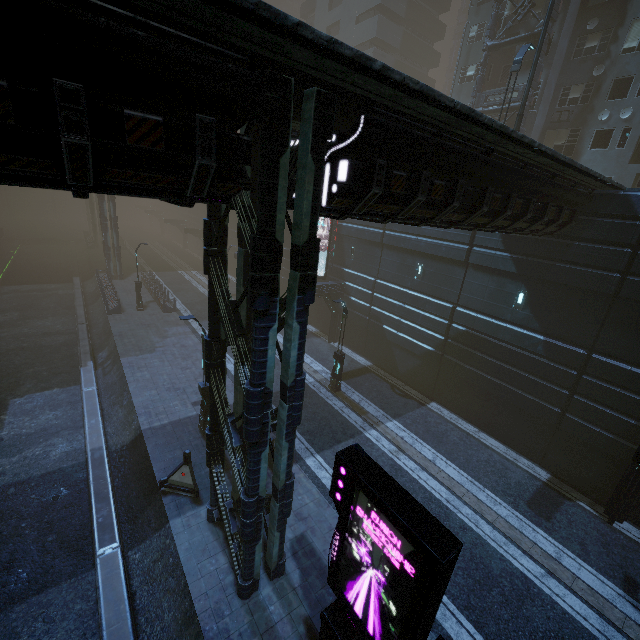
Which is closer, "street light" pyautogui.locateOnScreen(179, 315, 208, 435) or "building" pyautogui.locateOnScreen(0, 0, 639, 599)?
"building" pyautogui.locateOnScreen(0, 0, 639, 599)

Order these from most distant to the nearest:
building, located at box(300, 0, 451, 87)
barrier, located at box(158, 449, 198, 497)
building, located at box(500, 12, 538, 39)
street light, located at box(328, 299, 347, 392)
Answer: building, located at box(300, 0, 451, 87), building, located at box(500, 12, 538, 39), street light, located at box(328, 299, 347, 392), barrier, located at box(158, 449, 198, 497)

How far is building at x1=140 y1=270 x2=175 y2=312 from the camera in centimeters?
2758cm

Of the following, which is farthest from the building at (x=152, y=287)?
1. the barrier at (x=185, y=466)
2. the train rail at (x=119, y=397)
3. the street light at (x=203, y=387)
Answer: the street light at (x=203, y=387)

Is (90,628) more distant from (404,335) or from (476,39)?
(476,39)

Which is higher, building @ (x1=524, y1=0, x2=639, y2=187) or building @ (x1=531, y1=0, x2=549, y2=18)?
building @ (x1=531, y1=0, x2=549, y2=18)

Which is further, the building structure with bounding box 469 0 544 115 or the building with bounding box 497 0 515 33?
the building with bounding box 497 0 515 33

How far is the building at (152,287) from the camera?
27.6 meters
